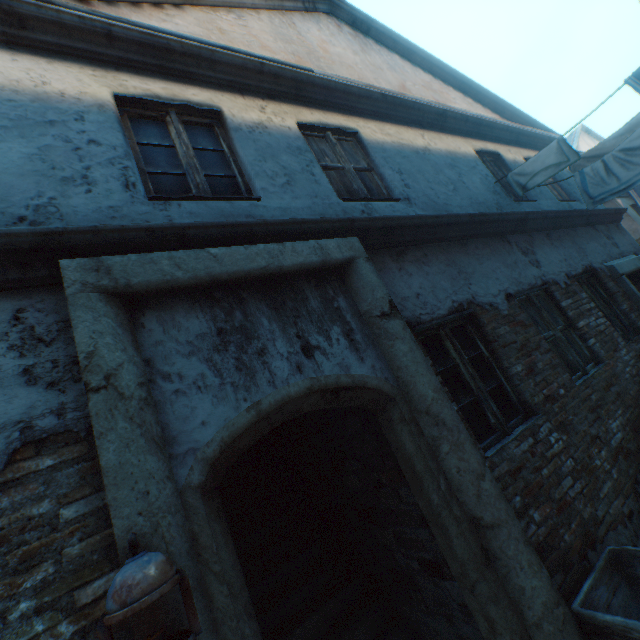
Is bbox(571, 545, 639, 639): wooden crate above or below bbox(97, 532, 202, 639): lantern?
below

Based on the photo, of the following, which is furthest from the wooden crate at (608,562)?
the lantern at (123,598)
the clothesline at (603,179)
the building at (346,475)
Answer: the clothesline at (603,179)

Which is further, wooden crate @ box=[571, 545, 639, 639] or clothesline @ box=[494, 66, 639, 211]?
clothesline @ box=[494, 66, 639, 211]

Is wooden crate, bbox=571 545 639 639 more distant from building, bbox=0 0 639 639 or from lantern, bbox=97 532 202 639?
lantern, bbox=97 532 202 639

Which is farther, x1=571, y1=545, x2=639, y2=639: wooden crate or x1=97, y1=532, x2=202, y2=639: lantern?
x1=571, y1=545, x2=639, y2=639: wooden crate

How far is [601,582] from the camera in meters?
2.3

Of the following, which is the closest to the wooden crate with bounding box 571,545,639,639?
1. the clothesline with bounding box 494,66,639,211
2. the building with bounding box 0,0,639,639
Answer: the building with bounding box 0,0,639,639

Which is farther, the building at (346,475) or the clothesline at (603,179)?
the clothesline at (603,179)
